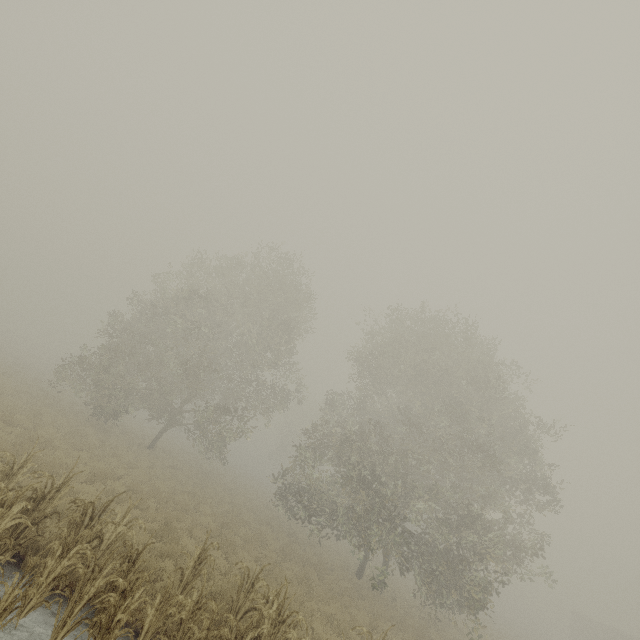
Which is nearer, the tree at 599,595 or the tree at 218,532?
the tree at 218,532

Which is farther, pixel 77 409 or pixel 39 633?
pixel 77 409

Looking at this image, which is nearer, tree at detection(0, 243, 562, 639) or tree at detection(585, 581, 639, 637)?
tree at detection(0, 243, 562, 639)

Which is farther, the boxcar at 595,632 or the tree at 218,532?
the boxcar at 595,632

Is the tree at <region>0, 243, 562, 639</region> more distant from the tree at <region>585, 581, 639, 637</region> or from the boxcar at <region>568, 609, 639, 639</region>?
the boxcar at <region>568, 609, 639, 639</region>

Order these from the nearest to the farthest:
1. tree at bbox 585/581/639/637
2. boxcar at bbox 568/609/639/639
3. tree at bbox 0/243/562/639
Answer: Result: tree at bbox 0/243/562/639 → boxcar at bbox 568/609/639/639 → tree at bbox 585/581/639/637

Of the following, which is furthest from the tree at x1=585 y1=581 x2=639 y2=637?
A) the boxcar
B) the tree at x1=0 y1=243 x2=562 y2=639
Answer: the tree at x1=0 y1=243 x2=562 y2=639
